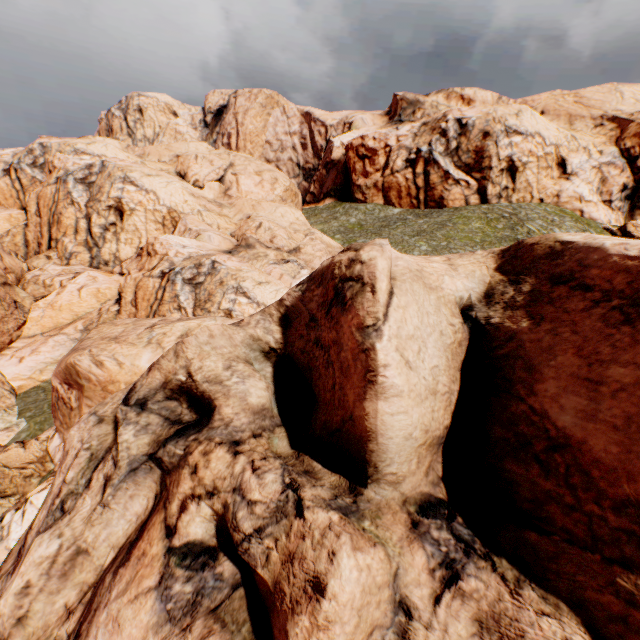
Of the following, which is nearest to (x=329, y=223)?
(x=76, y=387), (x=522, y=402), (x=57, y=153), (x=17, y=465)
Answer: (x=57, y=153)
